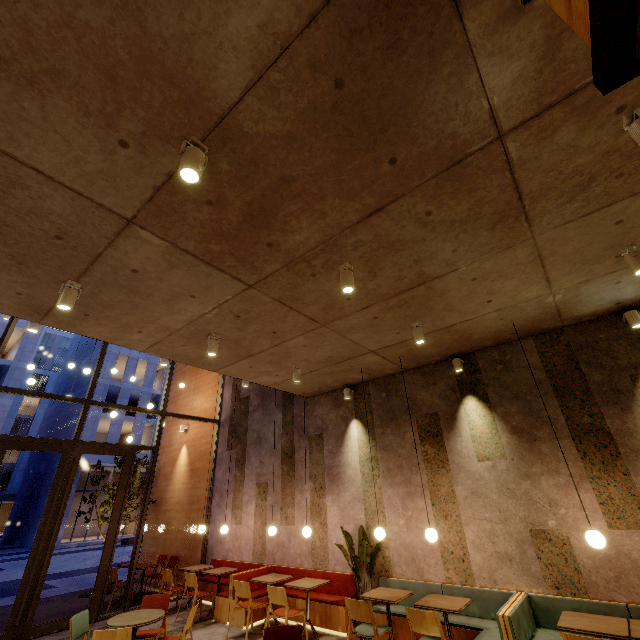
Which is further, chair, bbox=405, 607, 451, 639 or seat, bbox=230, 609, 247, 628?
seat, bbox=230, 609, 247, 628

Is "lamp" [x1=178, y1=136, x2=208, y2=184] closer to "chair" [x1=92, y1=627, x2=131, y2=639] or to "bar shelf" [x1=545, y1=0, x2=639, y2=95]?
"bar shelf" [x1=545, y1=0, x2=639, y2=95]

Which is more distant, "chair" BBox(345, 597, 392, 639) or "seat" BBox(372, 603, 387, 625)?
"seat" BBox(372, 603, 387, 625)

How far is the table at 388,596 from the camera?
4.9m

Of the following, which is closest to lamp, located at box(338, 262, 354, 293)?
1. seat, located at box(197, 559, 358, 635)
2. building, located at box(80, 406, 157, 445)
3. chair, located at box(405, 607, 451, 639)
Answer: chair, located at box(405, 607, 451, 639)

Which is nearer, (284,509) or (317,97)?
(317,97)

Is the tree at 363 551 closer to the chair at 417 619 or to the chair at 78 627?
the chair at 417 619

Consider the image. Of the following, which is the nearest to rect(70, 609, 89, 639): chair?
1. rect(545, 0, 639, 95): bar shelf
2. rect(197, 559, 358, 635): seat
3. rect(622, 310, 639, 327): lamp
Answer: rect(197, 559, 358, 635): seat
